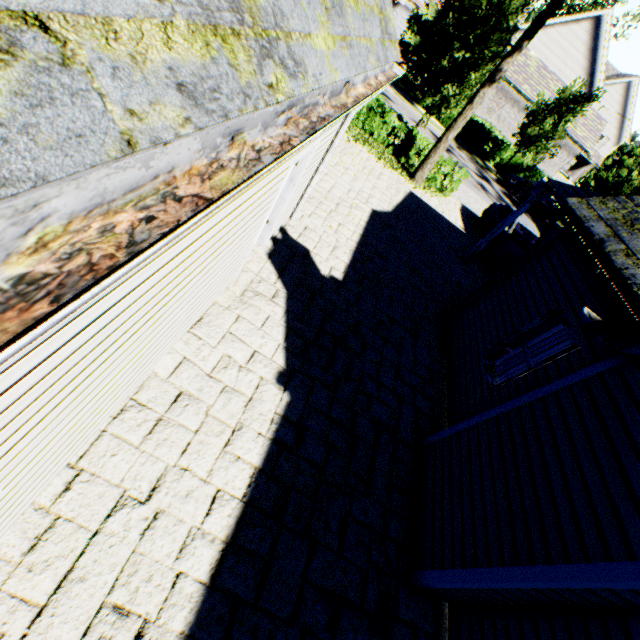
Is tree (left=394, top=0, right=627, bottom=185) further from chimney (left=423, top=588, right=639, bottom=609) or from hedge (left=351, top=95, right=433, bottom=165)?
chimney (left=423, top=588, right=639, bottom=609)

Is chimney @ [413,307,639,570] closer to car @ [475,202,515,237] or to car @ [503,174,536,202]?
car @ [475,202,515,237]

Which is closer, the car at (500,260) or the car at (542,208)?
the car at (500,260)

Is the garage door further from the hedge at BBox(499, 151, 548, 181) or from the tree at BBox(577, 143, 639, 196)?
the hedge at BBox(499, 151, 548, 181)

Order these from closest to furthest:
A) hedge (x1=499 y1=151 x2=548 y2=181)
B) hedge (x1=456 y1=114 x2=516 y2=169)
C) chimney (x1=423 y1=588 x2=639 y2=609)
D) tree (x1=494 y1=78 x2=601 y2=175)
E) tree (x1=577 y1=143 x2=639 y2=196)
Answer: chimney (x1=423 y1=588 x2=639 y2=609), tree (x1=494 y1=78 x2=601 y2=175), tree (x1=577 y1=143 x2=639 y2=196), hedge (x1=456 y1=114 x2=516 y2=169), hedge (x1=499 y1=151 x2=548 y2=181)

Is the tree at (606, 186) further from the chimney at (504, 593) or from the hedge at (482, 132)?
the chimney at (504, 593)

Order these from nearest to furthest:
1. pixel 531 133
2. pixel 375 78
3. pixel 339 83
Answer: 1. pixel 339 83
2. pixel 375 78
3. pixel 531 133

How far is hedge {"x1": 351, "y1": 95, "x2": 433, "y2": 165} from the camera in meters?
Answer: 13.9 m
